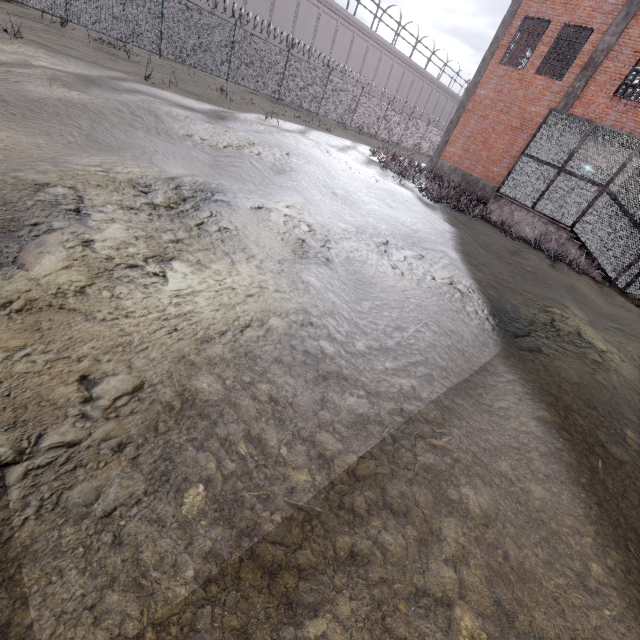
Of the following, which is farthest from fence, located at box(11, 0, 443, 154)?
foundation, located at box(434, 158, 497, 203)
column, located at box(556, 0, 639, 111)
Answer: column, located at box(556, 0, 639, 111)

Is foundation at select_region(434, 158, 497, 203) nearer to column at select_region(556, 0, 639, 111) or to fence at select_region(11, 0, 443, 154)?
column at select_region(556, 0, 639, 111)

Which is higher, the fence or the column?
the column

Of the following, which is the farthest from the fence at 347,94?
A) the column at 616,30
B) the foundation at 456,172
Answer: the column at 616,30

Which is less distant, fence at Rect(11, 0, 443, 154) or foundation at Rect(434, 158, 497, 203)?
fence at Rect(11, 0, 443, 154)

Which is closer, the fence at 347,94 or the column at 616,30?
the column at 616,30

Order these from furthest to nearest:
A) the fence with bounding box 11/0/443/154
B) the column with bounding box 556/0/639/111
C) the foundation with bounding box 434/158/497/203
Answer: the foundation with bounding box 434/158/497/203
the fence with bounding box 11/0/443/154
the column with bounding box 556/0/639/111

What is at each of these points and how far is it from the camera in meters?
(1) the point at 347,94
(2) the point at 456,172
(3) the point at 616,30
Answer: (1) fence, 26.1
(2) foundation, 19.4
(3) column, 13.8
